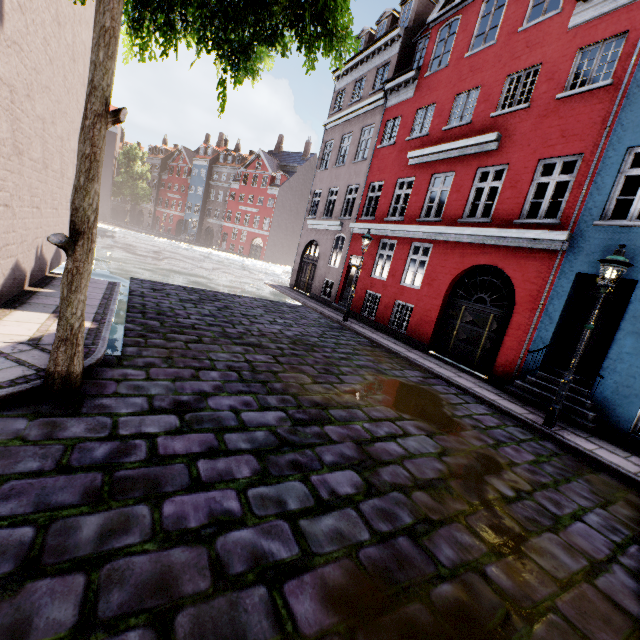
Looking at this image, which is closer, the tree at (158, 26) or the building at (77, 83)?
the tree at (158, 26)

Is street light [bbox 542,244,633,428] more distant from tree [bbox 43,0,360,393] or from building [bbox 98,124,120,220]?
tree [bbox 43,0,360,393]

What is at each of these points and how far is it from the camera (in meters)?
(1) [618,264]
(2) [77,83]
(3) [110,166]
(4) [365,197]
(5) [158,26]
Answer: (1) street light, 6.07
(2) building, 9.31
(3) building, 48.56
(4) building, 16.03
(5) tree, 4.64

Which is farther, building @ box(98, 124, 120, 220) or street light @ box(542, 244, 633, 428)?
building @ box(98, 124, 120, 220)

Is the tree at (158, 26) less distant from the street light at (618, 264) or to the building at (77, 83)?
the building at (77, 83)

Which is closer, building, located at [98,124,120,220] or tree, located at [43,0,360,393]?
tree, located at [43,0,360,393]

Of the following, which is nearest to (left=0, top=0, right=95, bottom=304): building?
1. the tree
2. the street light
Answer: the street light
